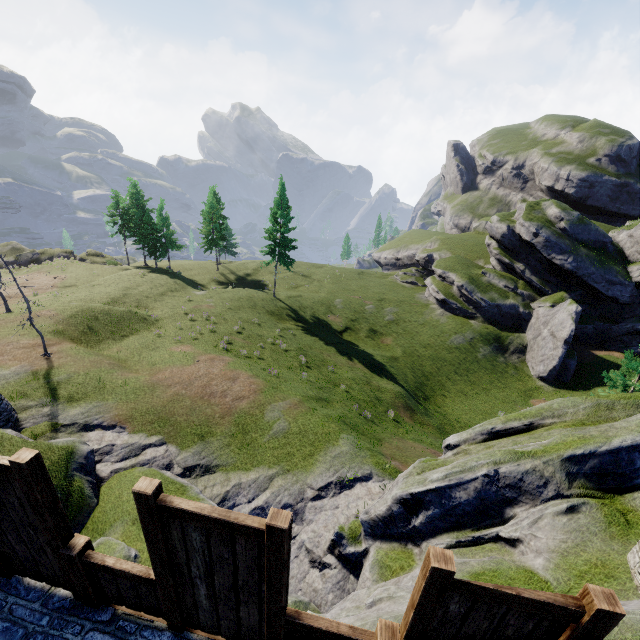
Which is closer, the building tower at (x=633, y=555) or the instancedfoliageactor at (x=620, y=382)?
the building tower at (x=633, y=555)

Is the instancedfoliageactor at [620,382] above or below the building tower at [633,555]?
below

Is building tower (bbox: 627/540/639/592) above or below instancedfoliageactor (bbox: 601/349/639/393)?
above

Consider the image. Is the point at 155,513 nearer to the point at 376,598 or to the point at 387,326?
the point at 376,598

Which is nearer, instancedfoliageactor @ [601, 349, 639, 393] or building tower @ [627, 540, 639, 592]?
building tower @ [627, 540, 639, 592]
